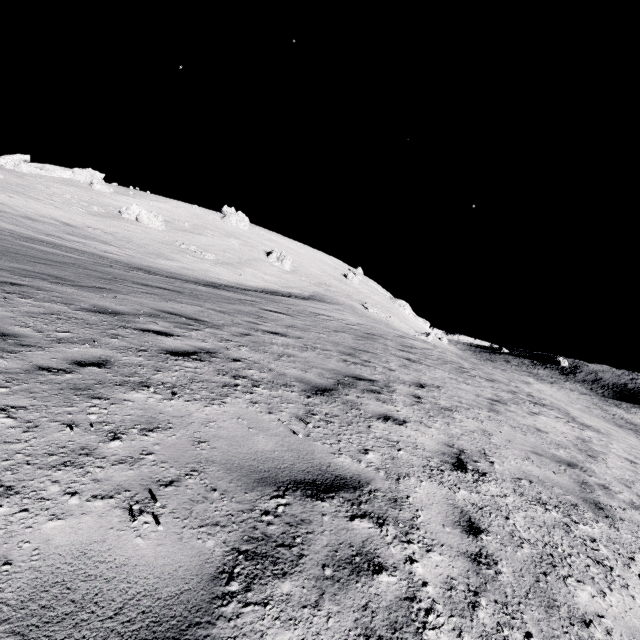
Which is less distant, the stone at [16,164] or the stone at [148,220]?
the stone at [148,220]

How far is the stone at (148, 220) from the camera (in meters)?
52.19

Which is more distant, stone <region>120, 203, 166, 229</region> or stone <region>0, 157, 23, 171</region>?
stone <region>0, 157, 23, 171</region>

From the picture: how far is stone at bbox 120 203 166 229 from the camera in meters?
52.2

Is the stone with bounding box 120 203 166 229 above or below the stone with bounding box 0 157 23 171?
below

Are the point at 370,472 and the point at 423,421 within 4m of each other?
yes
